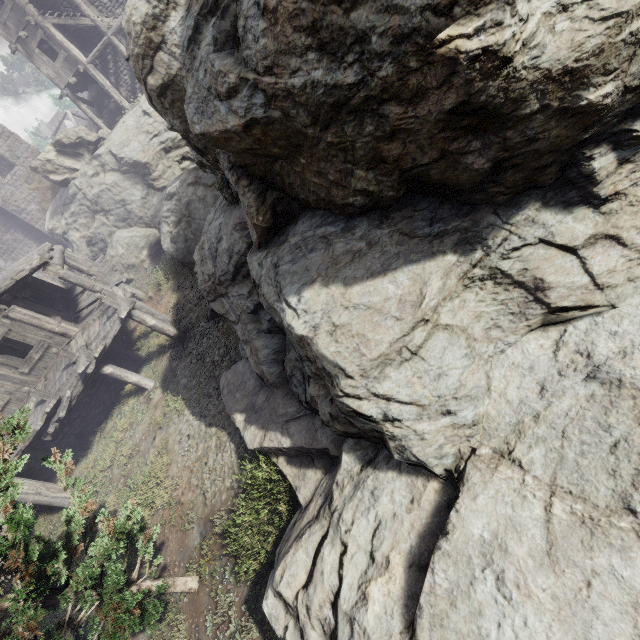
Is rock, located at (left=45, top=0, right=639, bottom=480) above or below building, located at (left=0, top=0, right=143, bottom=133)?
below

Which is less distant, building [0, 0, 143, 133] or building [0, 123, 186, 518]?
building [0, 123, 186, 518]

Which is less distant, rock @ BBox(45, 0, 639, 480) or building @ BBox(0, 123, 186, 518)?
rock @ BBox(45, 0, 639, 480)

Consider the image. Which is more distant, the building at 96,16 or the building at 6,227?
the building at 96,16

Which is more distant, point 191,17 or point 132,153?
point 132,153

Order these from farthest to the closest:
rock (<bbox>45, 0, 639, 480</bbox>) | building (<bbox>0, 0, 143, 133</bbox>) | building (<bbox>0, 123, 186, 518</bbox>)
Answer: building (<bbox>0, 0, 143, 133</bbox>) < building (<bbox>0, 123, 186, 518</bbox>) < rock (<bbox>45, 0, 639, 480</bbox>)

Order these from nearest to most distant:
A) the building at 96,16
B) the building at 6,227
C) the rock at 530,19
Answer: the rock at 530,19
the building at 6,227
the building at 96,16
